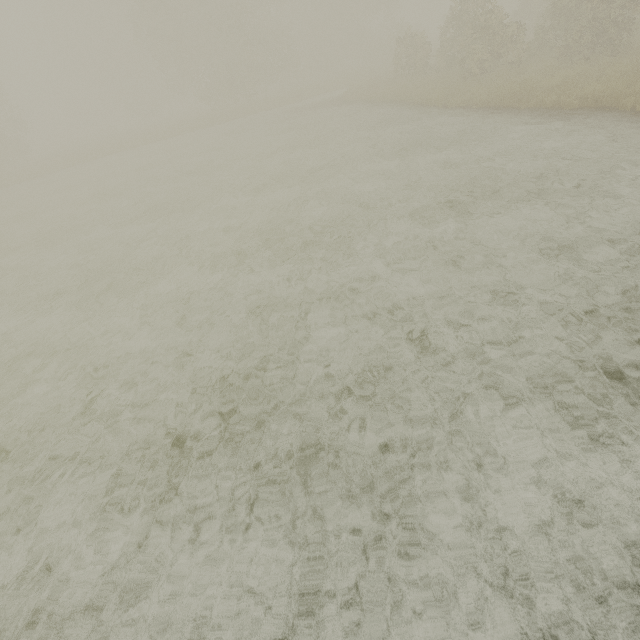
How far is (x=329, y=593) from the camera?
2.9 meters
